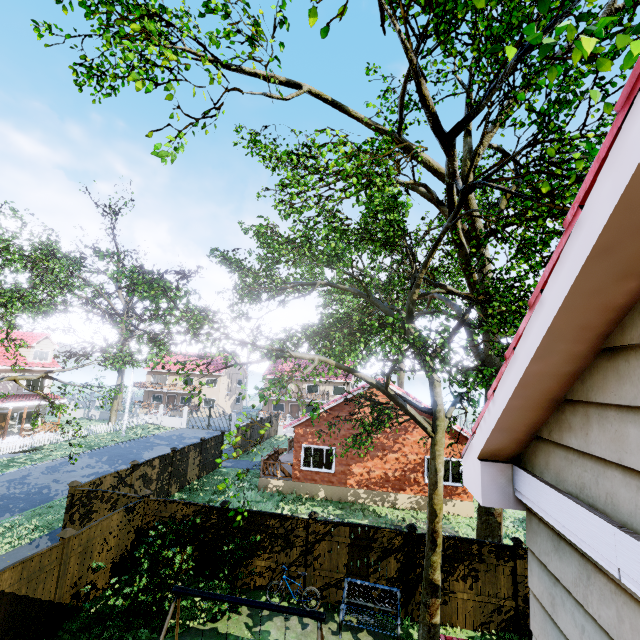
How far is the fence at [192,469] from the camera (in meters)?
18.08

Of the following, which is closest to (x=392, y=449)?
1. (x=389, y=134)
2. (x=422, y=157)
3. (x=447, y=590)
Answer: (x=447, y=590)

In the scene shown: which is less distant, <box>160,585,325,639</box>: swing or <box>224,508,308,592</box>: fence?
<box>160,585,325,639</box>: swing

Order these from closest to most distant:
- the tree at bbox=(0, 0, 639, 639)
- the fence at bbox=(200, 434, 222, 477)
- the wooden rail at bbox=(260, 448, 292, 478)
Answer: the tree at bbox=(0, 0, 639, 639) → the wooden rail at bbox=(260, 448, 292, 478) → the fence at bbox=(200, 434, 222, 477)

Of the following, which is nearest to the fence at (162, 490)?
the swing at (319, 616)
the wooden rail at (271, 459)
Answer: the swing at (319, 616)

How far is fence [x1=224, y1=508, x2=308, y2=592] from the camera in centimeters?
1021cm

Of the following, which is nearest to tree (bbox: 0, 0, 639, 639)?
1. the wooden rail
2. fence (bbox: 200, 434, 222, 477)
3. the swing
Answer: fence (bbox: 200, 434, 222, 477)
